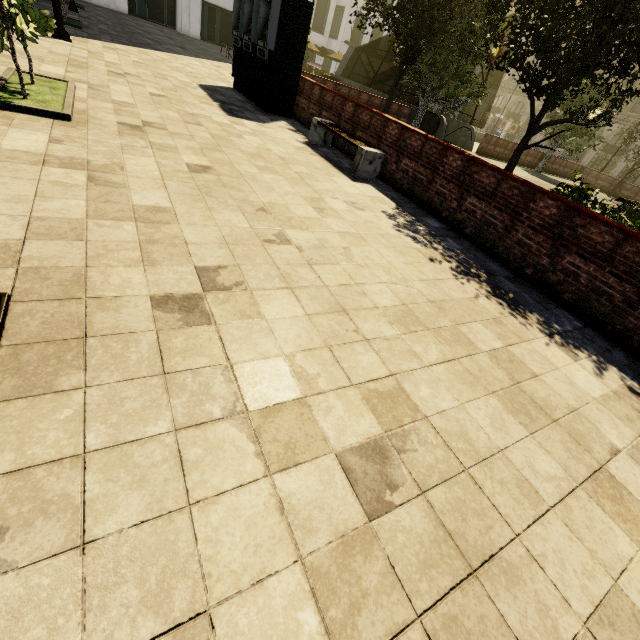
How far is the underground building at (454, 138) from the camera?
19.72m

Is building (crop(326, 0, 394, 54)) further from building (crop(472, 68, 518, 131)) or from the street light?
the street light

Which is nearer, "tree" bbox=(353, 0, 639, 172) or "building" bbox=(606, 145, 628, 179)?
"tree" bbox=(353, 0, 639, 172)

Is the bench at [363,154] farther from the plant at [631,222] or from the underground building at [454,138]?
the underground building at [454,138]

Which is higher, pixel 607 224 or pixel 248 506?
pixel 607 224

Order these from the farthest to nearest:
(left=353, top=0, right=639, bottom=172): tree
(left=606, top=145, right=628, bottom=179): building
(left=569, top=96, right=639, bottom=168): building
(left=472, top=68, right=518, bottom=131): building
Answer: (left=472, top=68, right=518, bottom=131): building → (left=606, top=145, right=628, bottom=179): building → (left=569, top=96, right=639, bottom=168): building → (left=353, top=0, right=639, bottom=172): tree

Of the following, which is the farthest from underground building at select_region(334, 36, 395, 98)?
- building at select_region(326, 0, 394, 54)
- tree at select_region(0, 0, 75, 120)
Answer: building at select_region(326, 0, 394, 54)

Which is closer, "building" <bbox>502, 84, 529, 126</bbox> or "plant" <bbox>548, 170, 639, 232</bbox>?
"plant" <bbox>548, 170, 639, 232</bbox>
